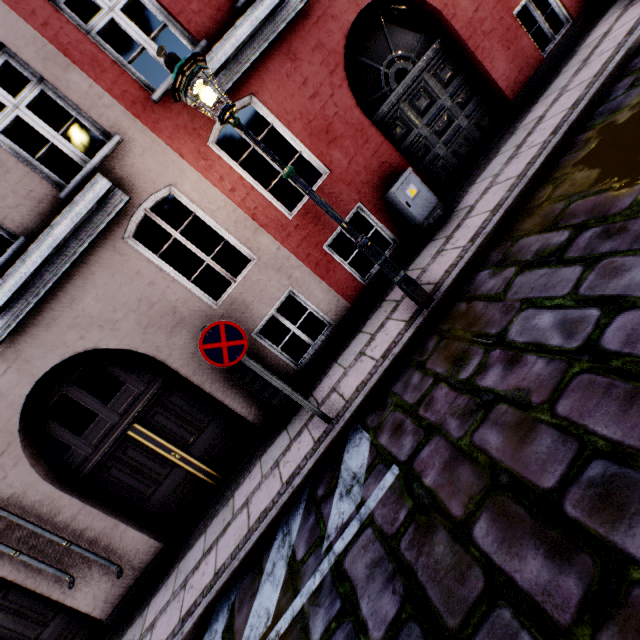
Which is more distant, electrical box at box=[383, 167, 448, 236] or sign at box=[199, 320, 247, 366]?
electrical box at box=[383, 167, 448, 236]

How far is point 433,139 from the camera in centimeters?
632cm

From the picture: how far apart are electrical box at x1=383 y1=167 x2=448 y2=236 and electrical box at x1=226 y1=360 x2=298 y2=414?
3.76m

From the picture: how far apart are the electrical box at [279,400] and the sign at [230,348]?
1.3 meters

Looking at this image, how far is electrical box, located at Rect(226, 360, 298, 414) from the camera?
5.09m

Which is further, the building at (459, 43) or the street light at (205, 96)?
the building at (459, 43)

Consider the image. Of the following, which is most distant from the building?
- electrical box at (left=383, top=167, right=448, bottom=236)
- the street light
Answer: the street light

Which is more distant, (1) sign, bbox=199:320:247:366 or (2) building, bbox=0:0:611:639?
(2) building, bbox=0:0:611:639
